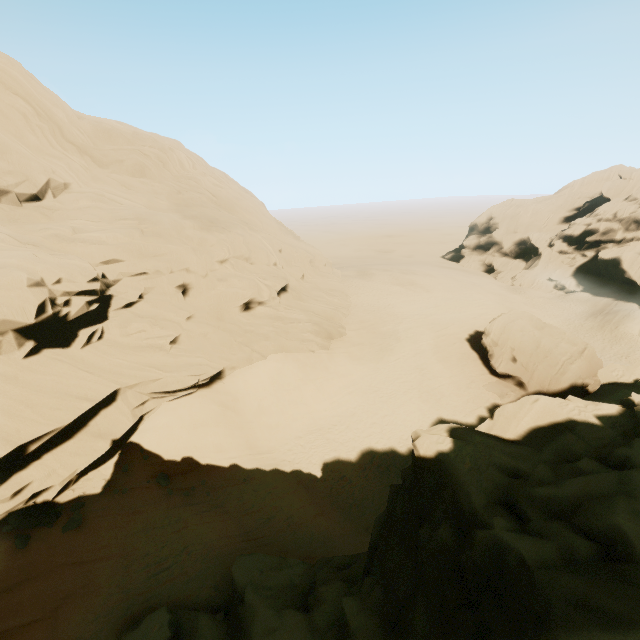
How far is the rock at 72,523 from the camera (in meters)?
13.21

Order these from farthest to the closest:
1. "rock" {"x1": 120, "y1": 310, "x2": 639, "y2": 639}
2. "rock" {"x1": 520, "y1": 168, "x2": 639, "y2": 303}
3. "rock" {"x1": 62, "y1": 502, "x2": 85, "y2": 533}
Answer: "rock" {"x1": 520, "y1": 168, "x2": 639, "y2": 303} < "rock" {"x1": 62, "y1": 502, "x2": 85, "y2": 533} < "rock" {"x1": 120, "y1": 310, "x2": 639, "y2": 639}

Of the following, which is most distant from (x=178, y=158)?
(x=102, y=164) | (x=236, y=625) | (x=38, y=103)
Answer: (x=236, y=625)

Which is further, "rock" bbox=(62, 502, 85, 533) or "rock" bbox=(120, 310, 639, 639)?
"rock" bbox=(62, 502, 85, 533)

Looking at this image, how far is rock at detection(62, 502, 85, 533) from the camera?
13.21m

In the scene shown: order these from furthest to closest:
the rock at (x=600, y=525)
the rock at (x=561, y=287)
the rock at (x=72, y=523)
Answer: the rock at (x=561, y=287), the rock at (x=72, y=523), the rock at (x=600, y=525)
